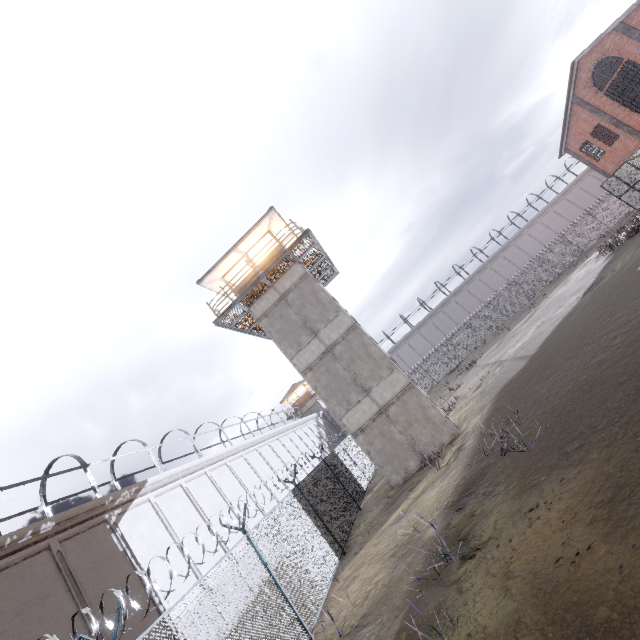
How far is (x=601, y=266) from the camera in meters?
22.8

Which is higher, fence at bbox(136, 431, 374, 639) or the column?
the column

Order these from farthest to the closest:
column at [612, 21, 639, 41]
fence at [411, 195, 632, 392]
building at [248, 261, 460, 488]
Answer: fence at [411, 195, 632, 392] < column at [612, 21, 639, 41] < building at [248, 261, 460, 488]

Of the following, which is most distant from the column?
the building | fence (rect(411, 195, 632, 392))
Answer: the building

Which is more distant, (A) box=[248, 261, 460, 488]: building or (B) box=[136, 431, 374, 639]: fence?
(A) box=[248, 261, 460, 488]: building

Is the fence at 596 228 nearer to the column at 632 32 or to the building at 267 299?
the building at 267 299

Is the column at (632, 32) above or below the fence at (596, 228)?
above
